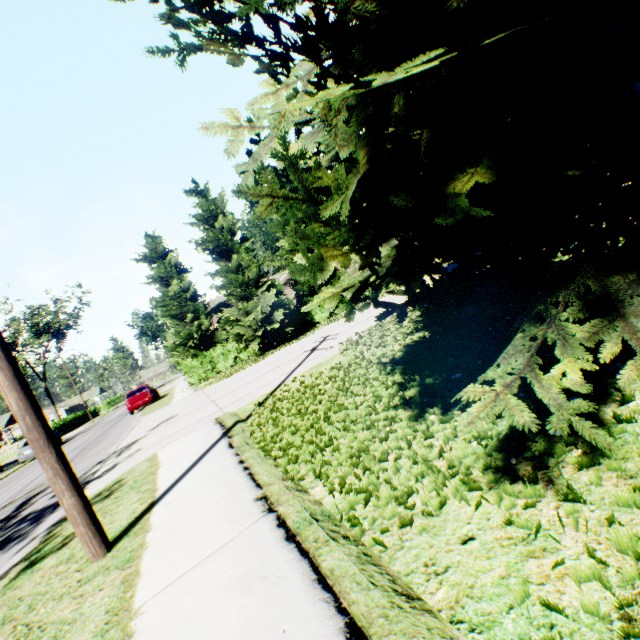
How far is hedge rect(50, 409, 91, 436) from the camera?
40.1m

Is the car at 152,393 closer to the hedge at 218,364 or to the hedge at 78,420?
the hedge at 218,364

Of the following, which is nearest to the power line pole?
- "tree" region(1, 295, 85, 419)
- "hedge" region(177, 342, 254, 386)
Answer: "hedge" region(177, 342, 254, 386)

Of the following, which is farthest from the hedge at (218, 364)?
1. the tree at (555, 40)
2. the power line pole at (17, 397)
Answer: the power line pole at (17, 397)

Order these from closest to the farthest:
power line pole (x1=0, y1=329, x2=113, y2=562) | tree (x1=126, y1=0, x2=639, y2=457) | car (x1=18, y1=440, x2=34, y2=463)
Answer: tree (x1=126, y1=0, x2=639, y2=457) → power line pole (x1=0, y1=329, x2=113, y2=562) → car (x1=18, y1=440, x2=34, y2=463)

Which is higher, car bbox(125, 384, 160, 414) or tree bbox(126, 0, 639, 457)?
tree bbox(126, 0, 639, 457)

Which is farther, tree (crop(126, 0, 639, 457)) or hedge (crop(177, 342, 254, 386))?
hedge (crop(177, 342, 254, 386))

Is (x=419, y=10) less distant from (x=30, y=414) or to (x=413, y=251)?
(x=413, y=251)
